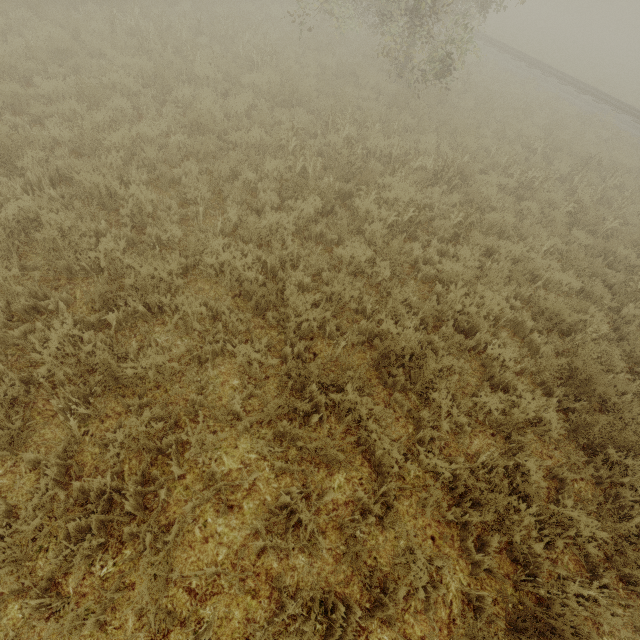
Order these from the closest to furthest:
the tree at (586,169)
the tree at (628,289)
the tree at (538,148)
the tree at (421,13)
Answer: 1. the tree at (628,289)
2. the tree at (586,169)
3. the tree at (421,13)
4. the tree at (538,148)

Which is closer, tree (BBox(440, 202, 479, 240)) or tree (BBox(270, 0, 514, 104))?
tree (BBox(440, 202, 479, 240))

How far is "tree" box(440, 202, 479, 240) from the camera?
6.43m

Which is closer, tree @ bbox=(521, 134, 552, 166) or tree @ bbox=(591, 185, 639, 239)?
tree @ bbox=(591, 185, 639, 239)

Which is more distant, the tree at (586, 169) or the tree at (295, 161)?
the tree at (586, 169)

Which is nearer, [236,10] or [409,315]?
[409,315]

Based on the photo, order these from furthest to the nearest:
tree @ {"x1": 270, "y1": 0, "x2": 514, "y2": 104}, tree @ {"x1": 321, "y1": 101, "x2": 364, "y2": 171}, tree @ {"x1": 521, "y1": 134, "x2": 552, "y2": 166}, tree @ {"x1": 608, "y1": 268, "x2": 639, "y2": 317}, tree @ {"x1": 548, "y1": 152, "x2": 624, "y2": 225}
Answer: tree @ {"x1": 521, "y1": 134, "x2": 552, "y2": 166}
tree @ {"x1": 270, "y1": 0, "x2": 514, "y2": 104}
tree @ {"x1": 548, "y1": 152, "x2": 624, "y2": 225}
tree @ {"x1": 321, "y1": 101, "x2": 364, "y2": 171}
tree @ {"x1": 608, "y1": 268, "x2": 639, "y2": 317}
